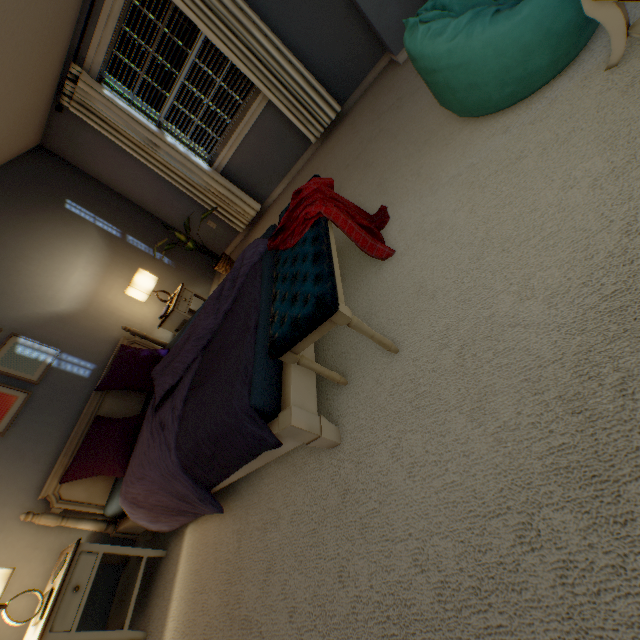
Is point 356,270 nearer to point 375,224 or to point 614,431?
point 375,224

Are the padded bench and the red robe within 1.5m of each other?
yes

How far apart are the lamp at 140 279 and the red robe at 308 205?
2.0m

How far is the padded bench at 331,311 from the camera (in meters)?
1.21

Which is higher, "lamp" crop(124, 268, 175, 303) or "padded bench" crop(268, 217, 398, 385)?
"lamp" crop(124, 268, 175, 303)

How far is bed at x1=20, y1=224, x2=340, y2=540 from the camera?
1.4 meters

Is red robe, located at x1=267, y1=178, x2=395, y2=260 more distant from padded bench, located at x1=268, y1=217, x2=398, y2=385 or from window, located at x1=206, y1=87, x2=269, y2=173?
window, located at x1=206, y1=87, x2=269, y2=173

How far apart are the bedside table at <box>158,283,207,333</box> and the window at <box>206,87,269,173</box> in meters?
1.6 m
